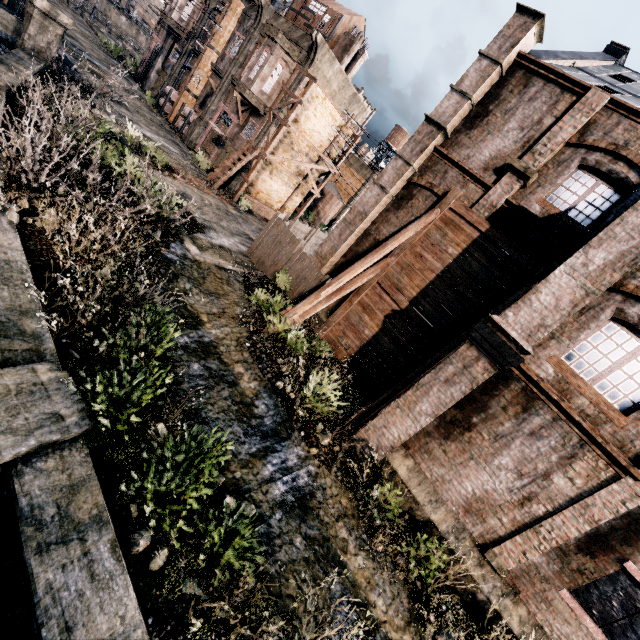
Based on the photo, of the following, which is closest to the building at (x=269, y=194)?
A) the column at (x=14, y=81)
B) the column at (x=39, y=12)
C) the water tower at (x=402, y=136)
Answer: the column at (x=39, y=12)

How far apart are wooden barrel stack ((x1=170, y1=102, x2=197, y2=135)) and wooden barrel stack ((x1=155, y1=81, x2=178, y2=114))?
2.4 meters

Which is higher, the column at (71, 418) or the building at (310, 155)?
the building at (310, 155)

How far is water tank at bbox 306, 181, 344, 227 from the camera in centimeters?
4250cm

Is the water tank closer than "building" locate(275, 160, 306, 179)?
No

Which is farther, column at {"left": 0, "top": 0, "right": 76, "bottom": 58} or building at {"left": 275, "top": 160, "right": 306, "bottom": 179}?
building at {"left": 275, "top": 160, "right": 306, "bottom": 179}

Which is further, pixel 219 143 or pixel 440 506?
pixel 219 143

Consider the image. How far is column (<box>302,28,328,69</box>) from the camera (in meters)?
20.89
